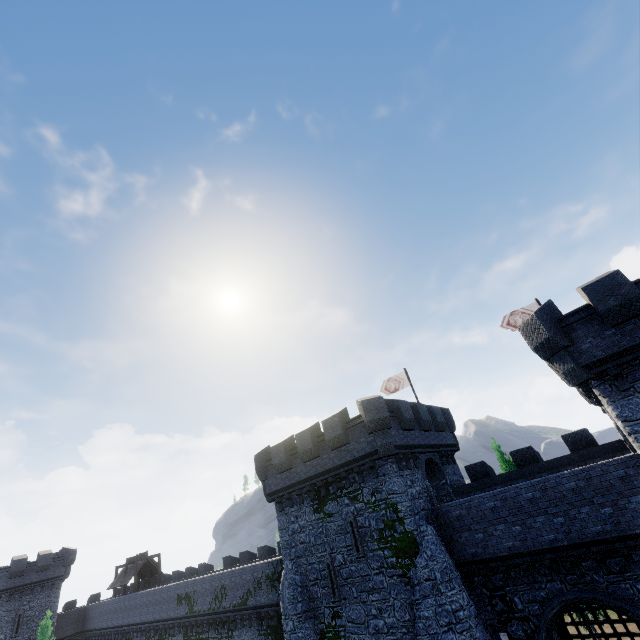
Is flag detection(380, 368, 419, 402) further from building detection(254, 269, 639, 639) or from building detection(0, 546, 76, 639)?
building detection(0, 546, 76, 639)

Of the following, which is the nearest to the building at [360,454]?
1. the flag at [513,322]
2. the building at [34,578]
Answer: the flag at [513,322]

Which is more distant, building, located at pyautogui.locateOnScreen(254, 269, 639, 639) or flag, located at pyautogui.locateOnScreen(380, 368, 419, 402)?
flag, located at pyautogui.locateOnScreen(380, 368, 419, 402)

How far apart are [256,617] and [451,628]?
17.4m

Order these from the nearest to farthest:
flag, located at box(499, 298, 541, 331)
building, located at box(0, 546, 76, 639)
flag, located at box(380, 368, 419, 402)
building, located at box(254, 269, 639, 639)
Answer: building, located at box(254, 269, 639, 639)
flag, located at box(499, 298, 541, 331)
flag, located at box(380, 368, 419, 402)
building, located at box(0, 546, 76, 639)

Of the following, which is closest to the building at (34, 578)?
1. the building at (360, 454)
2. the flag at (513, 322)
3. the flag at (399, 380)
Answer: the building at (360, 454)

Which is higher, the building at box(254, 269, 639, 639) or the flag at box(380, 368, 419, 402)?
the flag at box(380, 368, 419, 402)

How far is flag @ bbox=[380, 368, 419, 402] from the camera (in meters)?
27.56
